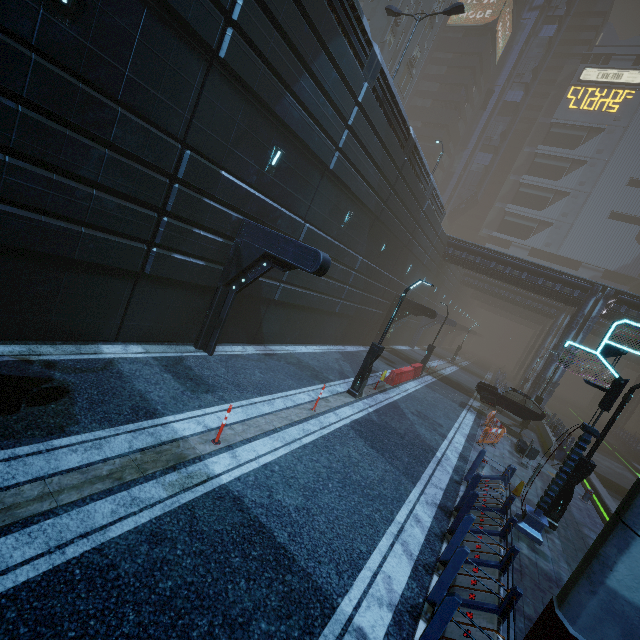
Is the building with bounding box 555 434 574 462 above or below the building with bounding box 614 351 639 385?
below

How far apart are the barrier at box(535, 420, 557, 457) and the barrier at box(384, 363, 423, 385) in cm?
820

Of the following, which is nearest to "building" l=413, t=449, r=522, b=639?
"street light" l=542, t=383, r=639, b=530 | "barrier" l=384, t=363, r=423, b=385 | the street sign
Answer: the street sign

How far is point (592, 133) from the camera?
59.09m

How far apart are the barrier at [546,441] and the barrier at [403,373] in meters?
8.2

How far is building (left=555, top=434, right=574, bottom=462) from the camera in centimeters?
1816cm

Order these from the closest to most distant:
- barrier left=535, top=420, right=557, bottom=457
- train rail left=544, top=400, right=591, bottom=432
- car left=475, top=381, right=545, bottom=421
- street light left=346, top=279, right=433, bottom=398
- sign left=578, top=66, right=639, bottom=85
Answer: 1. street light left=346, top=279, right=433, bottom=398
2. barrier left=535, top=420, right=557, bottom=457
3. car left=475, top=381, right=545, bottom=421
4. train rail left=544, top=400, right=591, bottom=432
5. sign left=578, top=66, right=639, bottom=85

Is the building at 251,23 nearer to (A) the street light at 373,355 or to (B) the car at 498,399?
(B) the car at 498,399
